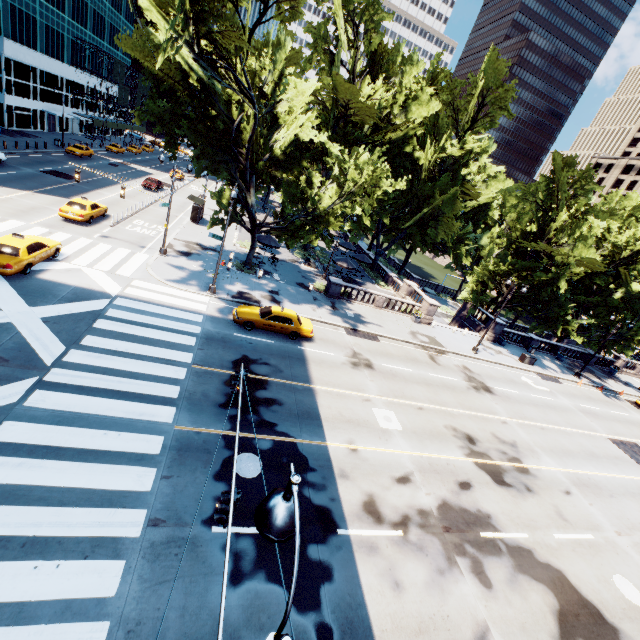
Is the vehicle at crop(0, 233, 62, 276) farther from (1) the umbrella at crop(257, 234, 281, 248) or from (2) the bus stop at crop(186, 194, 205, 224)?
(2) the bus stop at crop(186, 194, 205, 224)

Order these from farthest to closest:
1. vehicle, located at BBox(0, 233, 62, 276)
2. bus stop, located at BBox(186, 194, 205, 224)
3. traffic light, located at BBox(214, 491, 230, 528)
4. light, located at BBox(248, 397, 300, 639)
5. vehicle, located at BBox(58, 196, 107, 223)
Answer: bus stop, located at BBox(186, 194, 205, 224) → vehicle, located at BBox(58, 196, 107, 223) → vehicle, located at BBox(0, 233, 62, 276) → traffic light, located at BBox(214, 491, 230, 528) → light, located at BBox(248, 397, 300, 639)

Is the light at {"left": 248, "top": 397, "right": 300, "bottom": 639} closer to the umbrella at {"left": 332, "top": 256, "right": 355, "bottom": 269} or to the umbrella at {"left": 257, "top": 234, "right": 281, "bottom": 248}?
the umbrella at {"left": 257, "top": 234, "right": 281, "bottom": 248}

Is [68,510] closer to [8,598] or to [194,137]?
[8,598]

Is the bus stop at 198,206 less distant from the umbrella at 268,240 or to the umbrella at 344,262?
the umbrella at 268,240

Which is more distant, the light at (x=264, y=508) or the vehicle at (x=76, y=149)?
the vehicle at (x=76, y=149)

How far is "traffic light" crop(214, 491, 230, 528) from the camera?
5.88m

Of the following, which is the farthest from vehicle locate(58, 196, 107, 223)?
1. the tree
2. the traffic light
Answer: the traffic light
